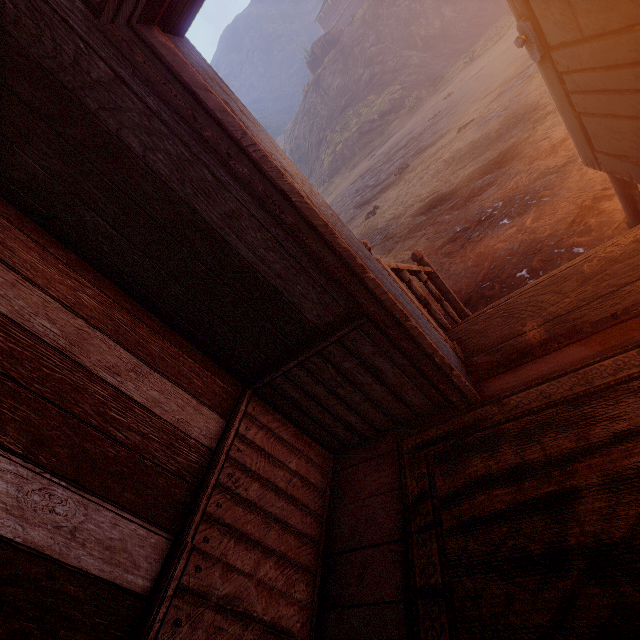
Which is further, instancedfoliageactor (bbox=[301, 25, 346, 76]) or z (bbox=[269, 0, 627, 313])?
instancedfoliageactor (bbox=[301, 25, 346, 76])

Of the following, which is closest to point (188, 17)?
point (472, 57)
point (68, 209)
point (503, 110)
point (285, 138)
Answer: point (68, 209)

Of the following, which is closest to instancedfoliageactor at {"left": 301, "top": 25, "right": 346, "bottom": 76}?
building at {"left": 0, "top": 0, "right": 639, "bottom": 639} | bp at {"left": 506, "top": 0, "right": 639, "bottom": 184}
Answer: building at {"left": 0, "top": 0, "right": 639, "bottom": 639}

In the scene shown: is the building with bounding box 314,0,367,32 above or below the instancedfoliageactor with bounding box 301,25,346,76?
above

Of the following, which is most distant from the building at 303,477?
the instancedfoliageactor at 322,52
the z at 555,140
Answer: the instancedfoliageactor at 322,52

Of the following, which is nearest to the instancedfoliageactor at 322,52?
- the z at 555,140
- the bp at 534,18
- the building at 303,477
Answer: the z at 555,140

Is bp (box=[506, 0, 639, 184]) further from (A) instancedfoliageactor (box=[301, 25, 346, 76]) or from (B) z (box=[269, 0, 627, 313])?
(A) instancedfoliageactor (box=[301, 25, 346, 76])
